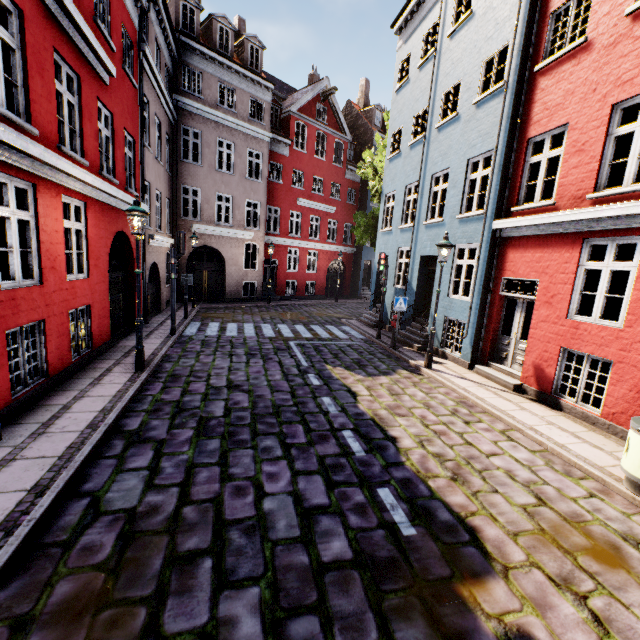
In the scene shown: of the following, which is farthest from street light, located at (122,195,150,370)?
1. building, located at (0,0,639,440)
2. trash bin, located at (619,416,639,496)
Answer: trash bin, located at (619,416,639,496)

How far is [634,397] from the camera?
5.99m

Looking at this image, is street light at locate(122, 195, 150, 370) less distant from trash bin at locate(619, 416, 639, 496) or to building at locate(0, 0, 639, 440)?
building at locate(0, 0, 639, 440)

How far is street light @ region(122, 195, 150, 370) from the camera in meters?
7.0

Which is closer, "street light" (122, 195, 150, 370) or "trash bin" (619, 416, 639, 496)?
"trash bin" (619, 416, 639, 496)

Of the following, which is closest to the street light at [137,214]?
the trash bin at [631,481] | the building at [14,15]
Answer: the building at [14,15]

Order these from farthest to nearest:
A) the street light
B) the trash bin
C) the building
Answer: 1. the street light
2. the building
3. the trash bin

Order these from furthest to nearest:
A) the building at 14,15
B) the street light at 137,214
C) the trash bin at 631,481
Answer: the street light at 137,214 → the building at 14,15 → the trash bin at 631,481
